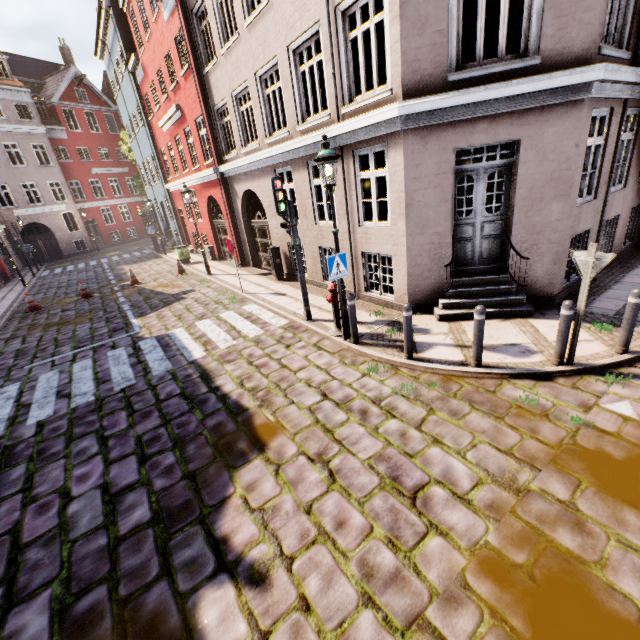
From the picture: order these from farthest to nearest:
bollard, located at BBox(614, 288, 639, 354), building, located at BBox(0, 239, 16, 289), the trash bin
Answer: building, located at BBox(0, 239, 16, 289), the trash bin, bollard, located at BBox(614, 288, 639, 354)

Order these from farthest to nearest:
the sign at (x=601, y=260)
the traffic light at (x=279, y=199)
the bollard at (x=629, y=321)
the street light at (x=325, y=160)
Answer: the traffic light at (x=279, y=199)
the street light at (x=325, y=160)
the bollard at (x=629, y=321)
the sign at (x=601, y=260)

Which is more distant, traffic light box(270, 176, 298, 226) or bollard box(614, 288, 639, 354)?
traffic light box(270, 176, 298, 226)

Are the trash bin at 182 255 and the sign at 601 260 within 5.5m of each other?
no

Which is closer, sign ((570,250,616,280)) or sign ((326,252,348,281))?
sign ((570,250,616,280))

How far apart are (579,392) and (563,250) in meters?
3.6 m

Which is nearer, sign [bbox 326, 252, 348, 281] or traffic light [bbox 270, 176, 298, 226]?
sign [bbox 326, 252, 348, 281]

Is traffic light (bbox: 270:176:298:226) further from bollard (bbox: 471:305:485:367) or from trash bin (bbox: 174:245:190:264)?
trash bin (bbox: 174:245:190:264)
